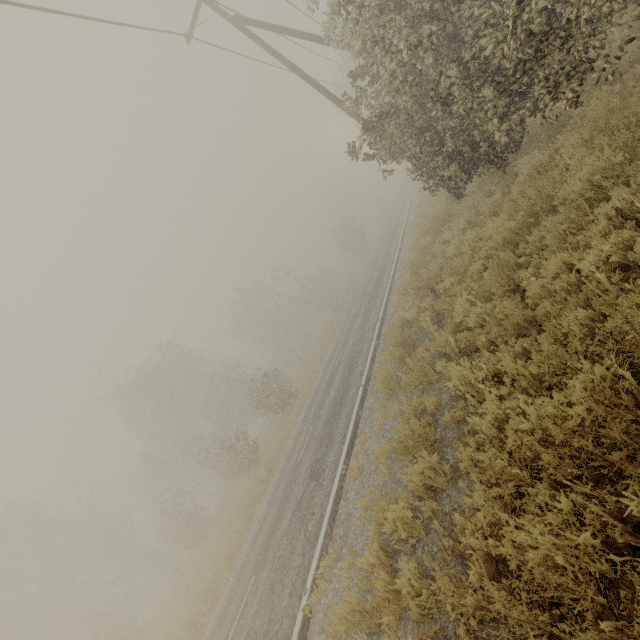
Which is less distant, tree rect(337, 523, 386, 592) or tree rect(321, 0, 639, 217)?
tree rect(337, 523, 386, 592)

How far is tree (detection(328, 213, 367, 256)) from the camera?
42.2 meters

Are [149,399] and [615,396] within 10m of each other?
no

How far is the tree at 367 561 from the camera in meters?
4.3

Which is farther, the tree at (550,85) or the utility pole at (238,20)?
the utility pole at (238,20)

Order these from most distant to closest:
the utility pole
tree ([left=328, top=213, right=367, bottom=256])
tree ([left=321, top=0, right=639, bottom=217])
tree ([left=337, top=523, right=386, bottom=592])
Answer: tree ([left=328, top=213, right=367, bottom=256]) → the utility pole → tree ([left=321, top=0, right=639, bottom=217]) → tree ([left=337, top=523, right=386, bottom=592])

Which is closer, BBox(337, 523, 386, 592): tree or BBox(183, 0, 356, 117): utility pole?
BBox(337, 523, 386, 592): tree
